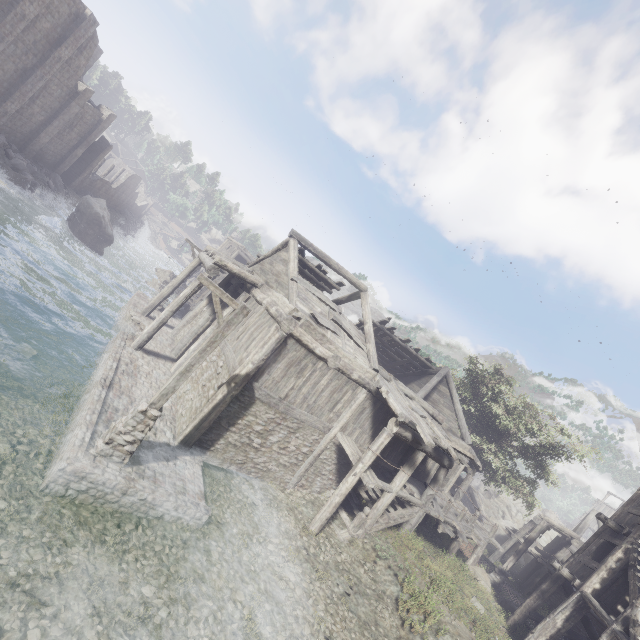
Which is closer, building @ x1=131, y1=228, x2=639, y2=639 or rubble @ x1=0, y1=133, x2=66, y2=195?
building @ x1=131, y1=228, x2=639, y2=639

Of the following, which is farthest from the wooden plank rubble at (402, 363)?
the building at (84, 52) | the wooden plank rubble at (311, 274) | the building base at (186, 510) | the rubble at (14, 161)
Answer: the rubble at (14, 161)

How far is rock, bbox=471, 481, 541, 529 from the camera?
41.3m

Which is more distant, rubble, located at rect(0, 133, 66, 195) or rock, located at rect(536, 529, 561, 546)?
rock, located at rect(536, 529, 561, 546)

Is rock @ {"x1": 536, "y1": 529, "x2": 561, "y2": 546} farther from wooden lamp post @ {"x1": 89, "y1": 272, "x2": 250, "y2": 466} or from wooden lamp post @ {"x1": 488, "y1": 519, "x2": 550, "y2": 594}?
wooden lamp post @ {"x1": 89, "y1": 272, "x2": 250, "y2": 466}

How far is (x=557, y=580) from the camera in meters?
13.6

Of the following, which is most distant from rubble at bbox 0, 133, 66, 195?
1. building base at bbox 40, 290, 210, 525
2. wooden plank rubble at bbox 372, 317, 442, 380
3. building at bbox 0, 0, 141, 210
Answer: wooden plank rubble at bbox 372, 317, 442, 380

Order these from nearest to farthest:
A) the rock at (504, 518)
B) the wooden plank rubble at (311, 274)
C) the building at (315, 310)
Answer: the building at (315, 310), the wooden plank rubble at (311, 274), the rock at (504, 518)
